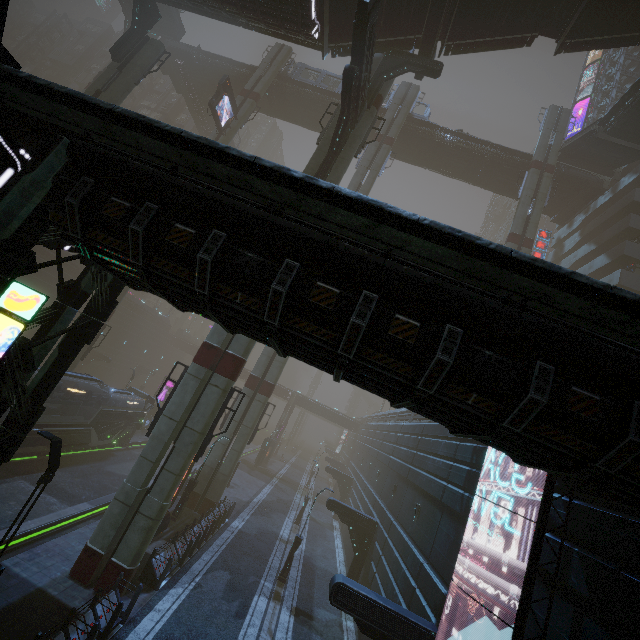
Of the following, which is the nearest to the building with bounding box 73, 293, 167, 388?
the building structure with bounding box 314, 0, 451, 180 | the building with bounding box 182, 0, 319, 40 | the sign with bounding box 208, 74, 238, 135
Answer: the building structure with bounding box 314, 0, 451, 180

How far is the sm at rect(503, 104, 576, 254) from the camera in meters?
28.8

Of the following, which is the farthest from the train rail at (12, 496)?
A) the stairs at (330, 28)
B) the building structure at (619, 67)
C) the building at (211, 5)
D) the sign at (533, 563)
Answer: the building structure at (619, 67)

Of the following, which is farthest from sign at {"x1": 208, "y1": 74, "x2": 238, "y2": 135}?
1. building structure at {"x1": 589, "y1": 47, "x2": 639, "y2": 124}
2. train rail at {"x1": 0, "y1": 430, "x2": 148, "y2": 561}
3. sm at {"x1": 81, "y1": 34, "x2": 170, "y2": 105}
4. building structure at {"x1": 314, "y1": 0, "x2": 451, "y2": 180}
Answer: building structure at {"x1": 589, "y1": 47, "x2": 639, "y2": 124}

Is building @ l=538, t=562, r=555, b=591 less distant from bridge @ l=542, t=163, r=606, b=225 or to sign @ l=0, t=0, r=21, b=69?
sign @ l=0, t=0, r=21, b=69

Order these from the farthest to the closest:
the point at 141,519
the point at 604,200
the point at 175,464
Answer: the point at 604,200 → the point at 175,464 → the point at 141,519

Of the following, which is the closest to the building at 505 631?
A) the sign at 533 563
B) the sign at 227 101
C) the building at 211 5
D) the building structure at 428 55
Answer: the sign at 533 563

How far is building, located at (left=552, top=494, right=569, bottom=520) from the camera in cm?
747
